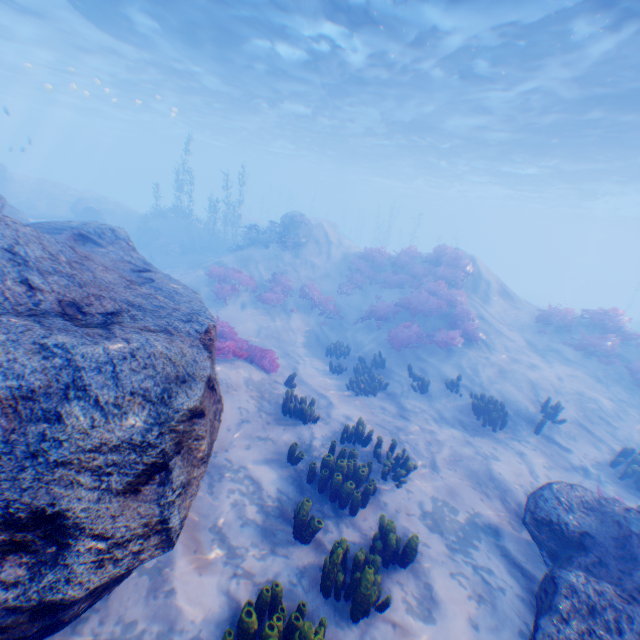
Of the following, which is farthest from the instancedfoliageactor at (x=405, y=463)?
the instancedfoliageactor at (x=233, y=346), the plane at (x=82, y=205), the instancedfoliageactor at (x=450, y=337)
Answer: the plane at (x=82, y=205)

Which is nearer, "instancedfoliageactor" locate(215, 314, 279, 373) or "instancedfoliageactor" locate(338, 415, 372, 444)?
"instancedfoliageactor" locate(338, 415, 372, 444)

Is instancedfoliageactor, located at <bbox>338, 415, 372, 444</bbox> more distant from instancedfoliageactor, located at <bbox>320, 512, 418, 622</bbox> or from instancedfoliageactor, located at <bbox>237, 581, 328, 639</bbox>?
instancedfoliageactor, located at <bbox>237, 581, 328, 639</bbox>

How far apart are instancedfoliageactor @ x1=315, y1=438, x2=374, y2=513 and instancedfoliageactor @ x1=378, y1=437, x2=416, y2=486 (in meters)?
0.76

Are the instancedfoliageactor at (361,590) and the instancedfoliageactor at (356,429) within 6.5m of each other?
yes

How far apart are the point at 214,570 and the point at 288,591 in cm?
99

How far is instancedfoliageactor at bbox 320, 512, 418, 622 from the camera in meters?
3.9

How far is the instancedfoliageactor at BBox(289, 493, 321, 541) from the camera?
4.98m
